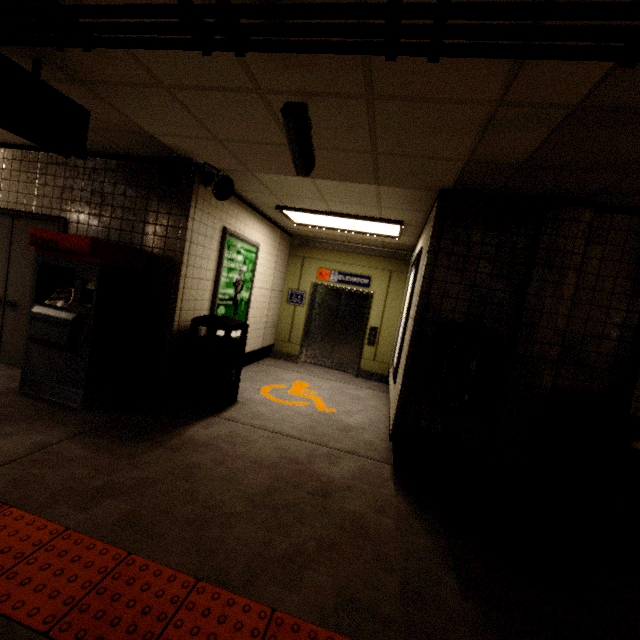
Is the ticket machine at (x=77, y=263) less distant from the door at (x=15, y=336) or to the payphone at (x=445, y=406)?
the door at (x=15, y=336)

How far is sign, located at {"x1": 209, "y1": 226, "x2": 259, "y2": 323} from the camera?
4.7m

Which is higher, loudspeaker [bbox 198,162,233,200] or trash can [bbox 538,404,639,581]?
loudspeaker [bbox 198,162,233,200]

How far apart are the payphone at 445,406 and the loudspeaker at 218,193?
2.8m

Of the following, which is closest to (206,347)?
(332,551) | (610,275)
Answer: (332,551)

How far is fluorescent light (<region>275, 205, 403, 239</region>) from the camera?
4.80m

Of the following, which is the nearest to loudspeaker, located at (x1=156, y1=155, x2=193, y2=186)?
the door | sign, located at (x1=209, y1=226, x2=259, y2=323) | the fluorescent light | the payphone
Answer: sign, located at (x1=209, y1=226, x2=259, y2=323)

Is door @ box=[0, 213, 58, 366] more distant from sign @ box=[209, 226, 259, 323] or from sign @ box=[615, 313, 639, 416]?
sign @ box=[615, 313, 639, 416]
